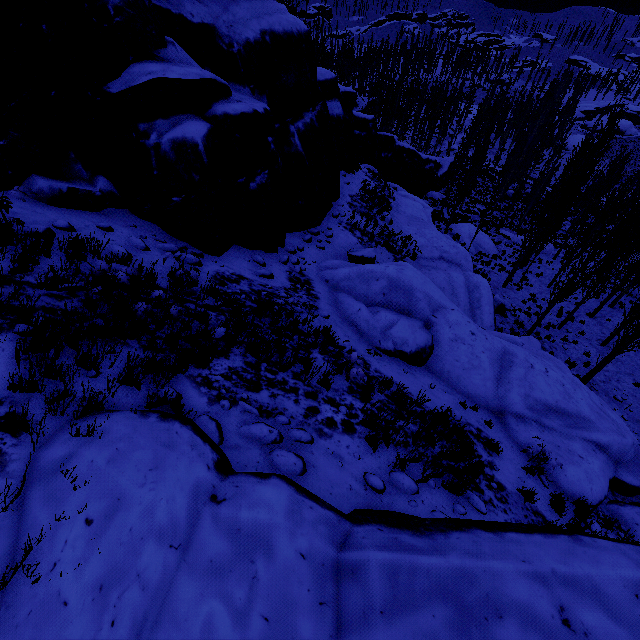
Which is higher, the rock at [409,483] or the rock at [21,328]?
the rock at [21,328]

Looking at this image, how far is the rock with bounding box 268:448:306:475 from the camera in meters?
4.3 m

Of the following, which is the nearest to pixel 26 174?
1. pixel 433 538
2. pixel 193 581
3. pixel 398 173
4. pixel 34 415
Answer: pixel 34 415

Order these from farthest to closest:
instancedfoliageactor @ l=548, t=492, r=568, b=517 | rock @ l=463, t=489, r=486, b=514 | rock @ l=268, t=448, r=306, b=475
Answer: instancedfoliageactor @ l=548, t=492, r=568, b=517, rock @ l=463, t=489, r=486, b=514, rock @ l=268, t=448, r=306, b=475

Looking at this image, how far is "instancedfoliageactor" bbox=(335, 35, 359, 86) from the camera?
31.3 meters

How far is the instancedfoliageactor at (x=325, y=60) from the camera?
41.9 meters

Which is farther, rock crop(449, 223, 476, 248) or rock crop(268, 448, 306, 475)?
rock crop(449, 223, 476, 248)

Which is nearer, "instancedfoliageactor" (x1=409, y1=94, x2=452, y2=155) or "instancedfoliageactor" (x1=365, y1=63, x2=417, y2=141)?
"instancedfoliageactor" (x1=365, y1=63, x2=417, y2=141)
